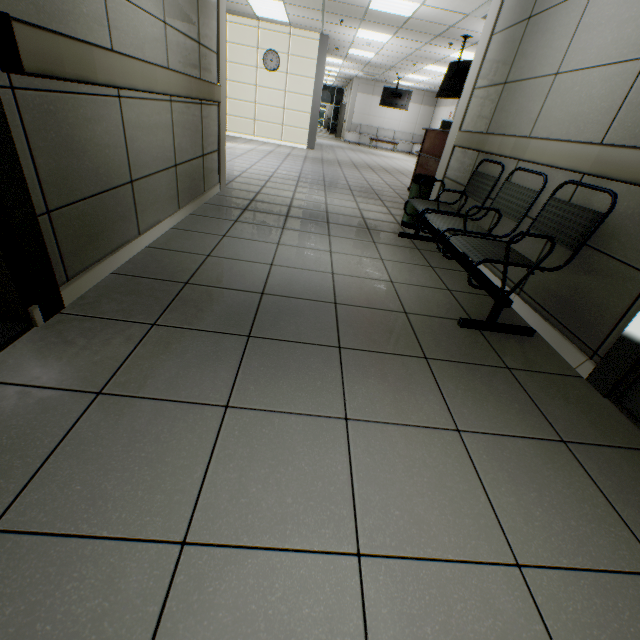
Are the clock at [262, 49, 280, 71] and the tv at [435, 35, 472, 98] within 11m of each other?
yes

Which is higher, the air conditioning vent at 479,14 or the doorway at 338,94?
the air conditioning vent at 479,14

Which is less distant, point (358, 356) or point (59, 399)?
point (59, 399)

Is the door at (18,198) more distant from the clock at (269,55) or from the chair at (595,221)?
the clock at (269,55)

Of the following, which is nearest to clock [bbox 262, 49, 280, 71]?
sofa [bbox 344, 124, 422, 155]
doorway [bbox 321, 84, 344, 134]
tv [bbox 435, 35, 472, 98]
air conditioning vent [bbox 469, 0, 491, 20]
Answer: tv [bbox 435, 35, 472, 98]

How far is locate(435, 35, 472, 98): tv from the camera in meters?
8.2 m

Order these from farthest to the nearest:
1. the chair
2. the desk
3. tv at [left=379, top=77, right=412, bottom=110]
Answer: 1. tv at [left=379, top=77, right=412, bottom=110]
2. the desk
3. the chair

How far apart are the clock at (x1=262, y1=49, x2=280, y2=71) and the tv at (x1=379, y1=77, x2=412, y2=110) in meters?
7.9
